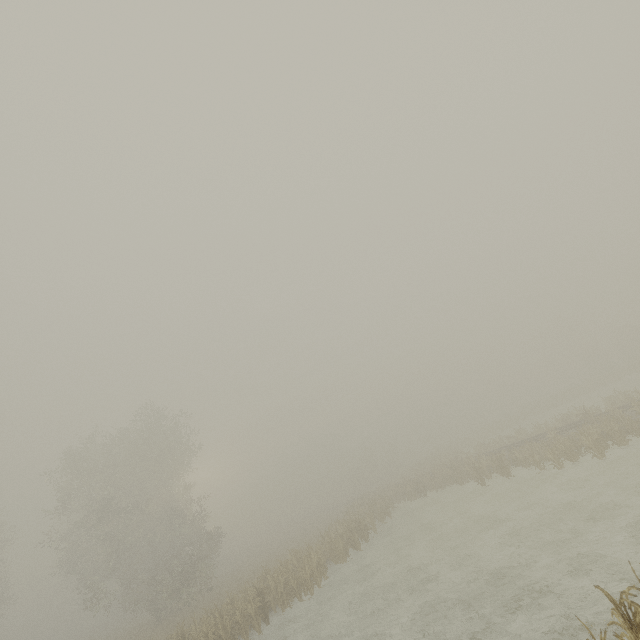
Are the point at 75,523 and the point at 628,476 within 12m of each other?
no
